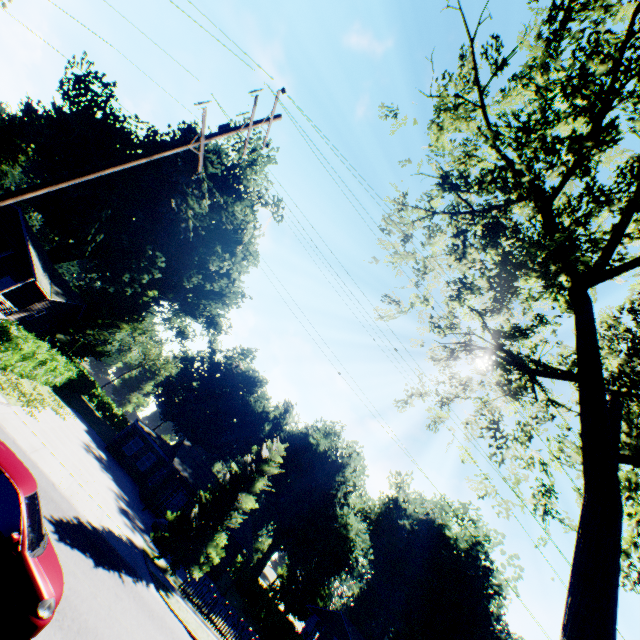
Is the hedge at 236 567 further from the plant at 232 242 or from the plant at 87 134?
the plant at 87 134

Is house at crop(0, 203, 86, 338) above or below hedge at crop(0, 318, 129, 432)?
above

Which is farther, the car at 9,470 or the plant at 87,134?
the plant at 87,134

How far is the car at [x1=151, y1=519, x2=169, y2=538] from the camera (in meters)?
21.16

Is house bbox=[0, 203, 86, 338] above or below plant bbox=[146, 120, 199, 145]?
below

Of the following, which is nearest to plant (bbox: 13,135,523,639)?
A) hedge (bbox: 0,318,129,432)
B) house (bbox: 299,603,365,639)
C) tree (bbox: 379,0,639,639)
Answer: house (bbox: 299,603,365,639)

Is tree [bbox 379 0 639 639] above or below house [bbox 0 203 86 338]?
above

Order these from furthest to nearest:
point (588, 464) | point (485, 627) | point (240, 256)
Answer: point (485, 627)
point (240, 256)
point (588, 464)
